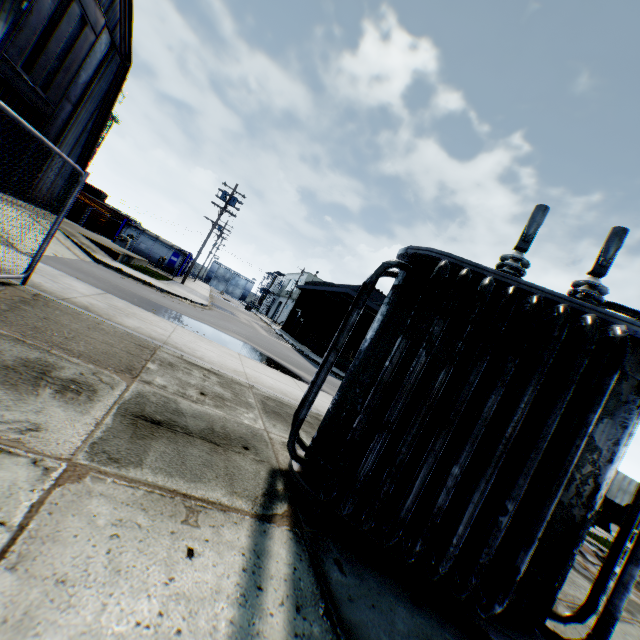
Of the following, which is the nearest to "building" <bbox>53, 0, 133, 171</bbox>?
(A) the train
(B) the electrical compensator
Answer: (B) the electrical compensator

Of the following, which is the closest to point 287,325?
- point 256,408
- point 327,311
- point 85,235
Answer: point 327,311

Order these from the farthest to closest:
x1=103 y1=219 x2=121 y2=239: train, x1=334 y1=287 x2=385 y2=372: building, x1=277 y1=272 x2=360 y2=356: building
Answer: x1=103 y1=219 x2=121 y2=239: train, x1=277 y1=272 x2=360 y2=356: building, x1=334 y1=287 x2=385 y2=372: building

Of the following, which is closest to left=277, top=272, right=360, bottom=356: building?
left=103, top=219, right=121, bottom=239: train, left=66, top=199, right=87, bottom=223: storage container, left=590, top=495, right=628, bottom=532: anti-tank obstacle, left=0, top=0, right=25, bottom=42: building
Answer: left=590, top=495, right=628, bottom=532: anti-tank obstacle

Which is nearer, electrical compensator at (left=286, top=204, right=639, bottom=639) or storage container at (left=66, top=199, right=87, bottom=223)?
electrical compensator at (left=286, top=204, right=639, bottom=639)

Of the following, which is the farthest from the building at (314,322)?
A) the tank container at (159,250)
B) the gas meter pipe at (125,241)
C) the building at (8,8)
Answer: the building at (8,8)

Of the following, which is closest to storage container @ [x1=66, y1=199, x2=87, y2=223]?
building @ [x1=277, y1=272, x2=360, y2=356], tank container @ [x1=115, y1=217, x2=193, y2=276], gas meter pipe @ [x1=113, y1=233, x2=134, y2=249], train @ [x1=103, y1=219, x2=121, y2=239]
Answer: tank container @ [x1=115, y1=217, x2=193, y2=276]

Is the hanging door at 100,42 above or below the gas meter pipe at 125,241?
above
